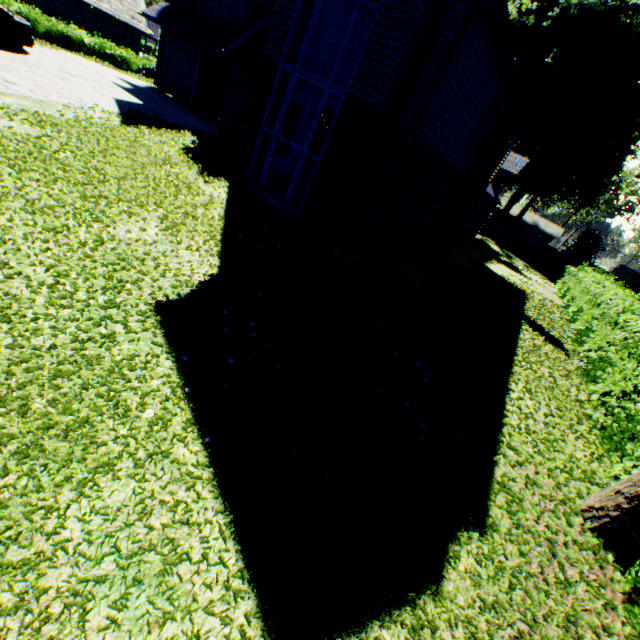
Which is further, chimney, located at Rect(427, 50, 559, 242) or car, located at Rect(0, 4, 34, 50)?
chimney, located at Rect(427, 50, 559, 242)

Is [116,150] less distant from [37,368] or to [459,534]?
[37,368]

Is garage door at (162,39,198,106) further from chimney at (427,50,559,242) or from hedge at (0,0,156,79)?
chimney at (427,50,559,242)

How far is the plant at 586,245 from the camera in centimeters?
3453cm

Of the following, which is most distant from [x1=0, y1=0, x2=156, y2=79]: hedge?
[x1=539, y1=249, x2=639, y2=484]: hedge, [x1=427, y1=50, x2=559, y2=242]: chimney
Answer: [x1=539, y1=249, x2=639, y2=484]: hedge

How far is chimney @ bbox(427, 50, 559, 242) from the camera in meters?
14.2

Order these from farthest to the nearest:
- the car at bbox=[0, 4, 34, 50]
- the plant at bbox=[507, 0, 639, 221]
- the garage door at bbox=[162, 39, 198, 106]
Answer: the plant at bbox=[507, 0, 639, 221], the garage door at bbox=[162, 39, 198, 106], the car at bbox=[0, 4, 34, 50]

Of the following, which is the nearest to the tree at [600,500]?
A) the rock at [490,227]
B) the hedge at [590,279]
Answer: the hedge at [590,279]
